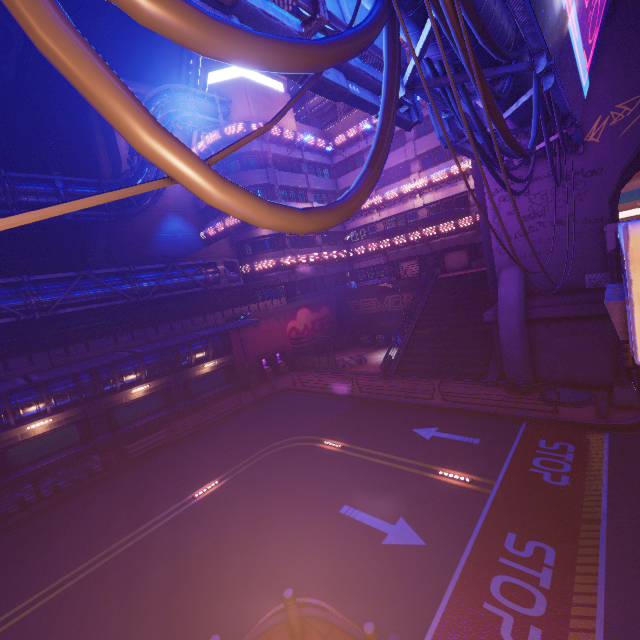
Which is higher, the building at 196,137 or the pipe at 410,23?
the building at 196,137

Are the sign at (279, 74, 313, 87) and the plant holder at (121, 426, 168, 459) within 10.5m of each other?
no

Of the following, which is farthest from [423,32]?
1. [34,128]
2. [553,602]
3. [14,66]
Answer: [34,128]

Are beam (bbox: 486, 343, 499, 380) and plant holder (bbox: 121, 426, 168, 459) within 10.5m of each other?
no

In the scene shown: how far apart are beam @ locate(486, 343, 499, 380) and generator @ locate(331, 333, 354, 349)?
15.8 meters

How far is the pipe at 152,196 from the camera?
20.6 meters

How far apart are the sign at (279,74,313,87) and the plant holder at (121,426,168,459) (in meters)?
18.75

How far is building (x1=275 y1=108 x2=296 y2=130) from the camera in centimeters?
3294cm
